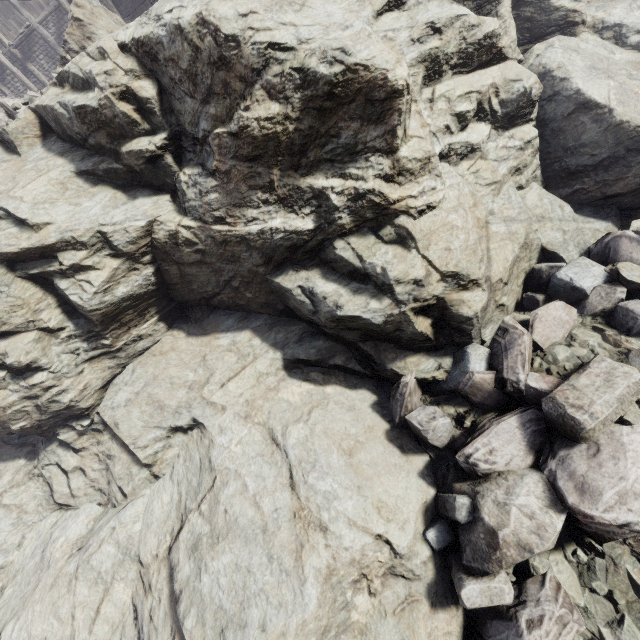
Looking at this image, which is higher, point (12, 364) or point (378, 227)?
point (12, 364)

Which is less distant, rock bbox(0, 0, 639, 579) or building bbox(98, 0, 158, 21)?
rock bbox(0, 0, 639, 579)

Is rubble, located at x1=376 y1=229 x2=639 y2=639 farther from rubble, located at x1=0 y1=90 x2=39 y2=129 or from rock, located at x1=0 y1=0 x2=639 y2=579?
rubble, located at x1=0 y1=90 x2=39 y2=129

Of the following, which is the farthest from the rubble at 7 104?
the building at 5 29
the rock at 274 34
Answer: the building at 5 29

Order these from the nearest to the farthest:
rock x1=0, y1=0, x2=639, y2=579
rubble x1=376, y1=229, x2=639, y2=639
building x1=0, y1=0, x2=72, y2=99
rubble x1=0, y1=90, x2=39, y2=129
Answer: rubble x1=376, y1=229, x2=639, y2=639, rock x1=0, y1=0, x2=639, y2=579, rubble x1=0, y1=90, x2=39, y2=129, building x1=0, y1=0, x2=72, y2=99

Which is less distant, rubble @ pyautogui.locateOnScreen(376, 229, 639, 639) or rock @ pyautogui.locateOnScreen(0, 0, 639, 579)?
rubble @ pyautogui.locateOnScreen(376, 229, 639, 639)

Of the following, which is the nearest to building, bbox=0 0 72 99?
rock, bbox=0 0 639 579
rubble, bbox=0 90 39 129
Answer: rock, bbox=0 0 639 579

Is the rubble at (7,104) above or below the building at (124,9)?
below
